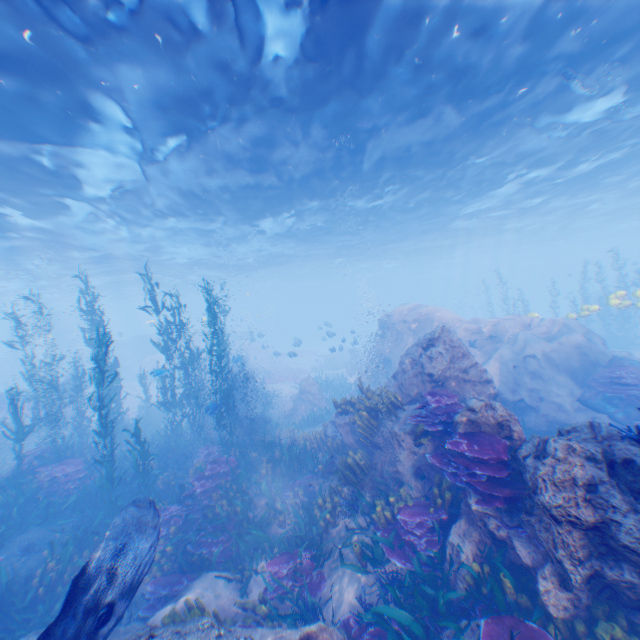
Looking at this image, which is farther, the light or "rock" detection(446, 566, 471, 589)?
the light

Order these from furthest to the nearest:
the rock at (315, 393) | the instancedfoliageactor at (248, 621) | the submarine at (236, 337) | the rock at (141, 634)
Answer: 1. the submarine at (236, 337)
2. the rock at (315, 393)
3. the instancedfoliageactor at (248, 621)
4. the rock at (141, 634)

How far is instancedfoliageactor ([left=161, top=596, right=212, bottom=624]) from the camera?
5.02m

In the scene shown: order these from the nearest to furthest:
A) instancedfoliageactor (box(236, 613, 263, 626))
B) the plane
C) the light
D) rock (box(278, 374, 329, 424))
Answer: instancedfoliageactor (box(236, 613, 263, 626)) < the light < the plane < rock (box(278, 374, 329, 424))

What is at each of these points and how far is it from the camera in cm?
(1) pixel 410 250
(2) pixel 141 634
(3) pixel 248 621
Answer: (1) light, 4050
(2) rock, 385
(3) instancedfoliageactor, 609

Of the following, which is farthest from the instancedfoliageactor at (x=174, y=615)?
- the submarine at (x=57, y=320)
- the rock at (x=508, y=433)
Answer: the submarine at (x=57, y=320)

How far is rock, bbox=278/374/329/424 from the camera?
18.5 meters

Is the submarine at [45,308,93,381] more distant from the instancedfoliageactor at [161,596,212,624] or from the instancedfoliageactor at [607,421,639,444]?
the instancedfoliageactor at [161,596,212,624]
